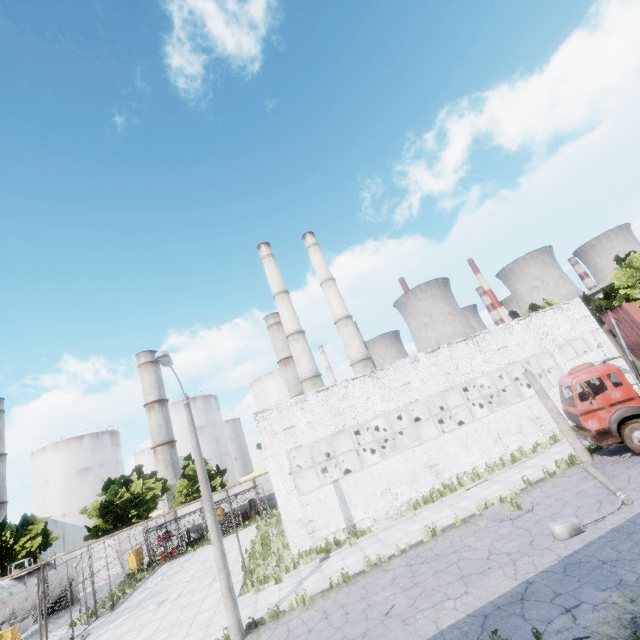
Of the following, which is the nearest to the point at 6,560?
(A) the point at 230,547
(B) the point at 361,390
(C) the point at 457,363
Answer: (A) the point at 230,547

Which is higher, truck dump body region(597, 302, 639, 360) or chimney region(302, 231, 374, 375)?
chimney region(302, 231, 374, 375)

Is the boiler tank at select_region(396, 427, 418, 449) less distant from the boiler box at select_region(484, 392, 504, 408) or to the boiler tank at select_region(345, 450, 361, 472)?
the boiler box at select_region(484, 392, 504, 408)

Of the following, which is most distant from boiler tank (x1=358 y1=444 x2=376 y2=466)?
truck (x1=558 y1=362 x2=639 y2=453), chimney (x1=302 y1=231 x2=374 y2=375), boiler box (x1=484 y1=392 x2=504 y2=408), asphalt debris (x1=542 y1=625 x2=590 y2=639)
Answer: asphalt debris (x1=542 y1=625 x2=590 y2=639)

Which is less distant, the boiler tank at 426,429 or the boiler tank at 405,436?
the boiler tank at 426,429

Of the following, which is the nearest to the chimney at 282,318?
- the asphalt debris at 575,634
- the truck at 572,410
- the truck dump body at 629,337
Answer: the truck at 572,410

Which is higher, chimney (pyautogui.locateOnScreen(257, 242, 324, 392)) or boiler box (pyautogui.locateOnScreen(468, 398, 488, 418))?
chimney (pyautogui.locateOnScreen(257, 242, 324, 392))

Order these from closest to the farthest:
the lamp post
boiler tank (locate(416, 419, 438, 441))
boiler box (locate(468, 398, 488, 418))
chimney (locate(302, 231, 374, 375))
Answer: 1. the lamp post
2. boiler tank (locate(416, 419, 438, 441))
3. boiler box (locate(468, 398, 488, 418))
4. chimney (locate(302, 231, 374, 375))
